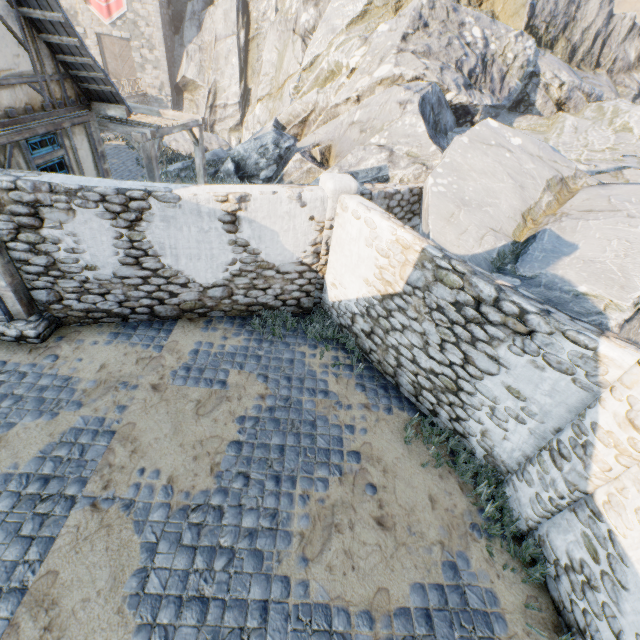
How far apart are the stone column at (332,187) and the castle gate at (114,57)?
35.1m

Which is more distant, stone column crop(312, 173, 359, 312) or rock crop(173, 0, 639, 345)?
stone column crop(312, 173, 359, 312)

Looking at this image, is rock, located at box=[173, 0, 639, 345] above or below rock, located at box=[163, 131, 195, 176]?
above

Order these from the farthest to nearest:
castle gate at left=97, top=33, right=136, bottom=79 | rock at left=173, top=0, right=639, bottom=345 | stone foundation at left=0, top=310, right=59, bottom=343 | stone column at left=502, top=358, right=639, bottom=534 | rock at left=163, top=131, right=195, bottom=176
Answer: castle gate at left=97, top=33, right=136, bottom=79, rock at left=163, top=131, right=195, bottom=176, stone foundation at left=0, top=310, right=59, bottom=343, rock at left=173, top=0, right=639, bottom=345, stone column at left=502, top=358, right=639, bottom=534

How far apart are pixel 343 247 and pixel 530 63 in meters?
17.0 m

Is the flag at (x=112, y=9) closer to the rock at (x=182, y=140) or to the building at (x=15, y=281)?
the rock at (x=182, y=140)

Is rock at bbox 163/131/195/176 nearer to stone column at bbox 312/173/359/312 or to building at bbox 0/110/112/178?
stone column at bbox 312/173/359/312

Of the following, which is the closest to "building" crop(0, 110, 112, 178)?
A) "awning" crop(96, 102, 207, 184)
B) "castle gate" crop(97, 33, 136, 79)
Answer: "awning" crop(96, 102, 207, 184)
